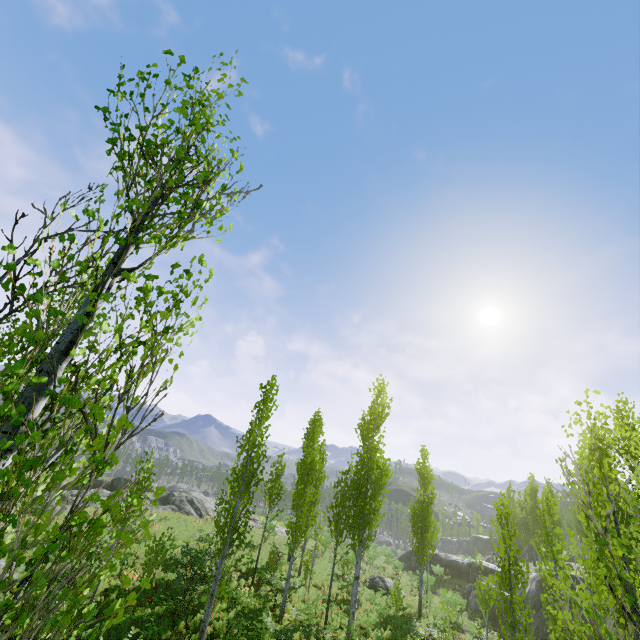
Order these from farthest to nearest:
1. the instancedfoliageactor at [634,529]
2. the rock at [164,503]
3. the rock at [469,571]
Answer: the rock at [164,503]
the rock at [469,571]
the instancedfoliageactor at [634,529]

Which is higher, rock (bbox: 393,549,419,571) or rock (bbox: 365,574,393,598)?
rock (bbox: 365,574,393,598)

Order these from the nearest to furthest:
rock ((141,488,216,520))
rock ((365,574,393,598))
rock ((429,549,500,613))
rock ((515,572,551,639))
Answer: rock ((515,572,551,639))
rock ((365,574,393,598))
rock ((429,549,500,613))
rock ((141,488,216,520))

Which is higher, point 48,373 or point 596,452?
point 596,452

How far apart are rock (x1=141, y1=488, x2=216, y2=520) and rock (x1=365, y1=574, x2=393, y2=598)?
17.8m

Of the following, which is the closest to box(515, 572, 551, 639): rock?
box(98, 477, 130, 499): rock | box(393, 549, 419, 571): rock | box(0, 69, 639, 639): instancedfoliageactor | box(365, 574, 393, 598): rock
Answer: box(393, 549, 419, 571): rock

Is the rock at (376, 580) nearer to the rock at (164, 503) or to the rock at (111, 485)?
the rock at (164, 503)

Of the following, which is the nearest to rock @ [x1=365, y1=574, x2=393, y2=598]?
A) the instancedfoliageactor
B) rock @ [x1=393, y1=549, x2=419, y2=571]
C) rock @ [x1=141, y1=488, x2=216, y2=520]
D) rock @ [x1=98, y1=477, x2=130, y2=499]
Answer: the instancedfoliageactor
